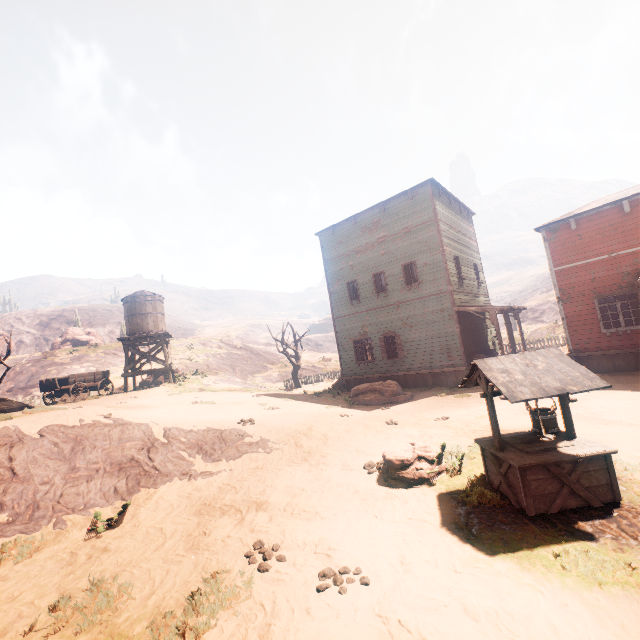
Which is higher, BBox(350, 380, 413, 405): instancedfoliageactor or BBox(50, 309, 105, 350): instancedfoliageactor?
BBox(50, 309, 105, 350): instancedfoliageactor

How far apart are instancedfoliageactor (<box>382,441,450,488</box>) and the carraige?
18.1m

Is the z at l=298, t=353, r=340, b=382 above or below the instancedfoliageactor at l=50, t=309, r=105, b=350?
below

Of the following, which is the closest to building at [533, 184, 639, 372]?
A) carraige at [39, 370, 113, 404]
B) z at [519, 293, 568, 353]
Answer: z at [519, 293, 568, 353]

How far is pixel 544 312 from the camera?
55.3m

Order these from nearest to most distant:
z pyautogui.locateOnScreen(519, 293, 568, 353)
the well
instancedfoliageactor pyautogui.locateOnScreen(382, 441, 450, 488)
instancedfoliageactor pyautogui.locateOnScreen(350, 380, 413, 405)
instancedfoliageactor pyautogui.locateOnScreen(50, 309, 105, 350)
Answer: the well → instancedfoliageactor pyautogui.locateOnScreen(382, 441, 450, 488) → instancedfoliageactor pyautogui.locateOnScreen(350, 380, 413, 405) → z pyautogui.locateOnScreen(519, 293, 568, 353) → instancedfoliageactor pyautogui.locateOnScreen(50, 309, 105, 350)

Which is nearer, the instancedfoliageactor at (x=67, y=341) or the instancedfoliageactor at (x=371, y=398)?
the instancedfoliageactor at (x=371, y=398)

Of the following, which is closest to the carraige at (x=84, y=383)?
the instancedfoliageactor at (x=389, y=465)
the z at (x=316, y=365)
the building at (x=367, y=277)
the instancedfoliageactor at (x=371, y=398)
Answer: the building at (x=367, y=277)
